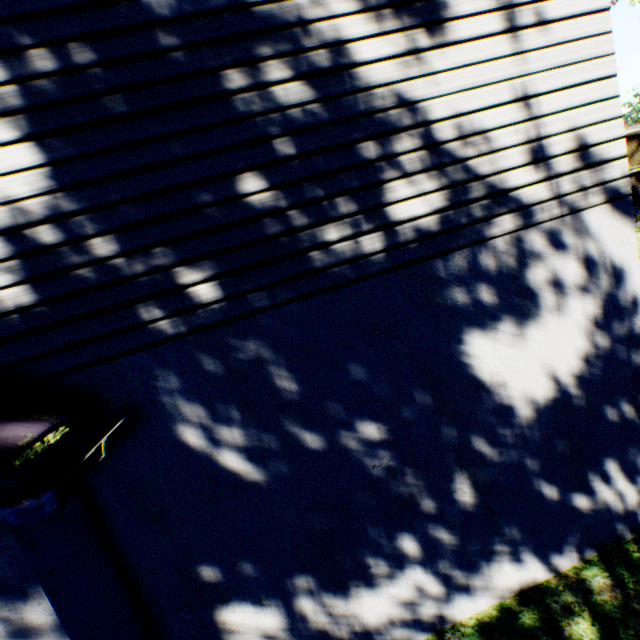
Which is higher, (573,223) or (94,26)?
(94,26)
